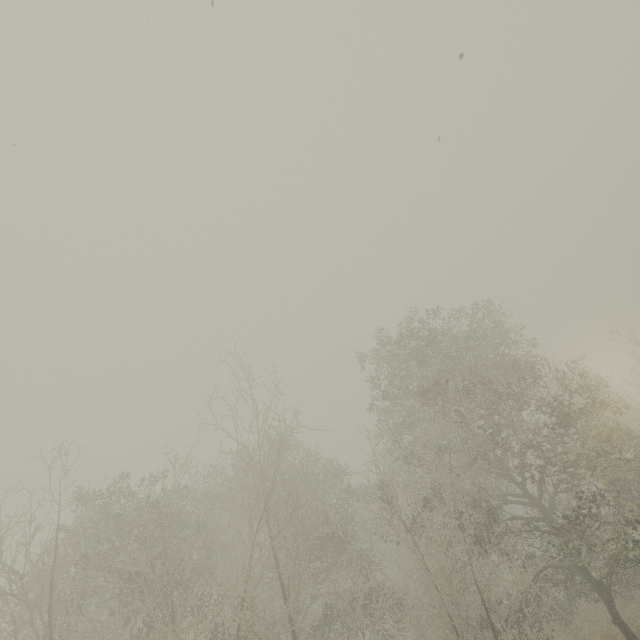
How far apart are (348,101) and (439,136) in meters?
3.1 m
